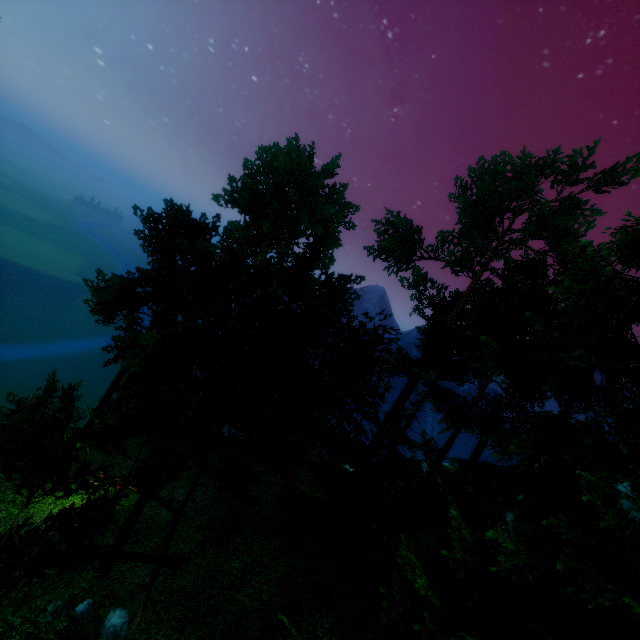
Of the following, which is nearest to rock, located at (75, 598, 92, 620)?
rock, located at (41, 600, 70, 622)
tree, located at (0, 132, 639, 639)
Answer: rock, located at (41, 600, 70, 622)

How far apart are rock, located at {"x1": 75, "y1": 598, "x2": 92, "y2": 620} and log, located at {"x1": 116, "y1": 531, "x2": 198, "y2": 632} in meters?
1.5 m

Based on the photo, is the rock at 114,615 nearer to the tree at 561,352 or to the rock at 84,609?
the rock at 84,609

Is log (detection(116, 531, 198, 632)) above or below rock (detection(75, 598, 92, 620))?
above

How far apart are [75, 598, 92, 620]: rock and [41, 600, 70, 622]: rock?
0.3 meters

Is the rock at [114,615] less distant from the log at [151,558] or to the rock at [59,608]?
the log at [151,558]

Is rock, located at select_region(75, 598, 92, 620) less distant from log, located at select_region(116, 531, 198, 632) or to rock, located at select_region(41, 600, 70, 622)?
rock, located at select_region(41, 600, 70, 622)

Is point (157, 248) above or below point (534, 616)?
above
